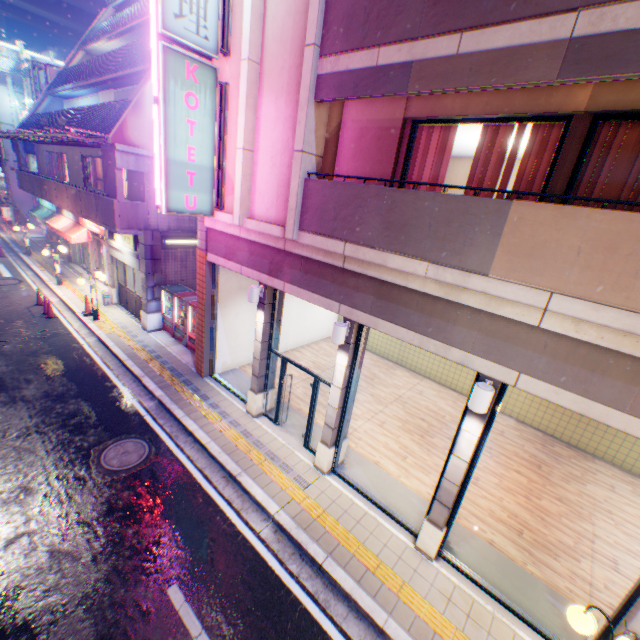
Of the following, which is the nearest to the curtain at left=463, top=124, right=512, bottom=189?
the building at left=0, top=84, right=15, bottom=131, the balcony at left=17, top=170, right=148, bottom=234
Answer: the balcony at left=17, top=170, right=148, bottom=234

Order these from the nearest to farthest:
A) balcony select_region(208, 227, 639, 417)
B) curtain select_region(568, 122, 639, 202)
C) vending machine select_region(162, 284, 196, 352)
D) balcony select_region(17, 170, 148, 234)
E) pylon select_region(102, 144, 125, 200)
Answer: balcony select_region(208, 227, 639, 417) < curtain select_region(568, 122, 639, 202) < pylon select_region(102, 144, 125, 200) < balcony select_region(17, 170, 148, 234) < vending machine select_region(162, 284, 196, 352)

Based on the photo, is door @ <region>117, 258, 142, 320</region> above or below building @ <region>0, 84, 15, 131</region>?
below

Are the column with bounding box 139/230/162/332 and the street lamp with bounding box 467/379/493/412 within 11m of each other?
no

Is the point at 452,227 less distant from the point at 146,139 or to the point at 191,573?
the point at 191,573

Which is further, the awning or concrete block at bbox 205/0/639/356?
the awning

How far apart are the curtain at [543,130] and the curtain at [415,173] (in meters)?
1.28

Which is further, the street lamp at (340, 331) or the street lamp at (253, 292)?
the street lamp at (253, 292)
